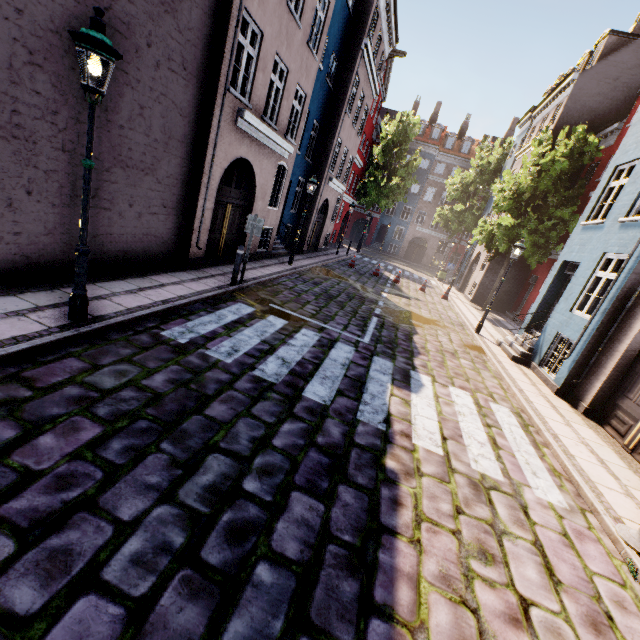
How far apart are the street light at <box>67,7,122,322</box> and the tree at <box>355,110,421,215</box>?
30.4 meters

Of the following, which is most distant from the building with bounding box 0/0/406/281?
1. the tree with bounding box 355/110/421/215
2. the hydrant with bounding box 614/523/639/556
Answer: the tree with bounding box 355/110/421/215

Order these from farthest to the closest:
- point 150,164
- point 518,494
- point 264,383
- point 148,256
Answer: point 148,256, point 150,164, point 264,383, point 518,494

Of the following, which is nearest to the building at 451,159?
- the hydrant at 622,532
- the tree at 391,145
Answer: the hydrant at 622,532

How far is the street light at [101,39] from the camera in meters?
3.6 m

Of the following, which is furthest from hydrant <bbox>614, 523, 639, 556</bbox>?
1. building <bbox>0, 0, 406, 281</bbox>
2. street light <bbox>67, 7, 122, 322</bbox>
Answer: street light <bbox>67, 7, 122, 322</bbox>

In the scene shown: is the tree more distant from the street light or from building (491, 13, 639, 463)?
the street light

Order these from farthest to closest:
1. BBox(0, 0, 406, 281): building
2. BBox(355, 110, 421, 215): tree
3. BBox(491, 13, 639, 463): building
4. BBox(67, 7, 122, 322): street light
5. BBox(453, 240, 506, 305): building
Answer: BBox(355, 110, 421, 215): tree → BBox(453, 240, 506, 305): building → BBox(491, 13, 639, 463): building → BBox(0, 0, 406, 281): building → BBox(67, 7, 122, 322): street light
